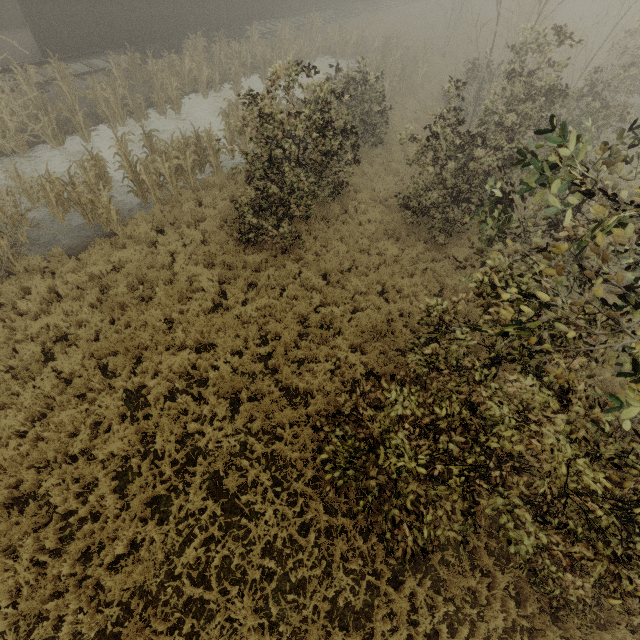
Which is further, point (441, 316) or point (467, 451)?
point (441, 316)
